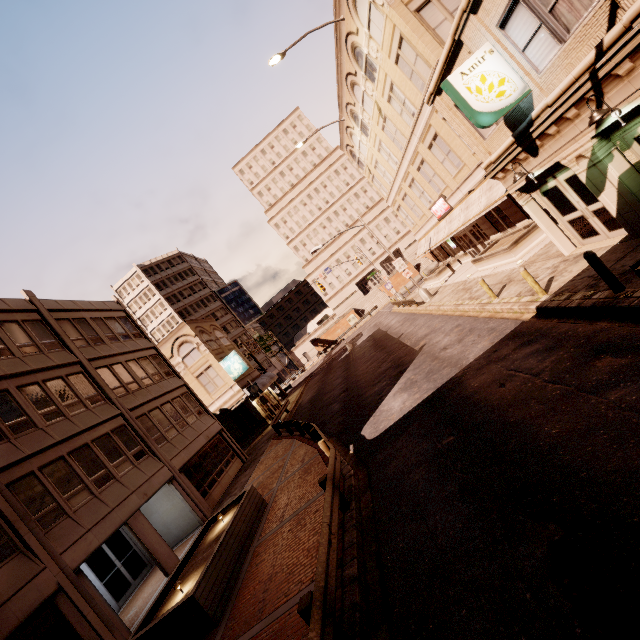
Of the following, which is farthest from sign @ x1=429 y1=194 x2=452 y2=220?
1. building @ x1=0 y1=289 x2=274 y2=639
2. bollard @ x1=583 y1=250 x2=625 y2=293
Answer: building @ x1=0 y1=289 x2=274 y2=639

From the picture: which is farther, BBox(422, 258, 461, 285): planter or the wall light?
BBox(422, 258, 461, 285): planter

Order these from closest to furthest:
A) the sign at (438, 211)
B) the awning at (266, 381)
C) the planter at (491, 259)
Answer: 1. the planter at (491, 259)
2. the sign at (438, 211)
3. the awning at (266, 381)

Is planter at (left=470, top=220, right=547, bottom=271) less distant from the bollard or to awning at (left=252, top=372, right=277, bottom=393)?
the bollard

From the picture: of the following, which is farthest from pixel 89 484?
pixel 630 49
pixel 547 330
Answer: pixel 630 49

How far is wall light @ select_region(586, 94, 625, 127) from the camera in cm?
741

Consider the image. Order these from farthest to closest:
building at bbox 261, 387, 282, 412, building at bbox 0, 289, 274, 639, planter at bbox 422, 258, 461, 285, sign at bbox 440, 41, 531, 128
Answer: building at bbox 261, 387, 282, 412
planter at bbox 422, 258, 461, 285
building at bbox 0, 289, 274, 639
sign at bbox 440, 41, 531, 128

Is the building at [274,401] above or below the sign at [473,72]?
below
